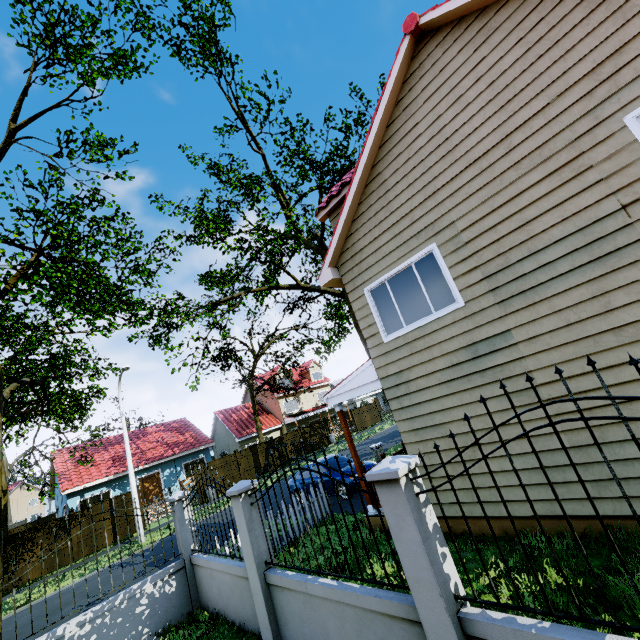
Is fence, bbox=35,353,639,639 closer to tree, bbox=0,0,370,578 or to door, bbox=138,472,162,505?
tree, bbox=0,0,370,578

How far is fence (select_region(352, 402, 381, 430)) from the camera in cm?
3500

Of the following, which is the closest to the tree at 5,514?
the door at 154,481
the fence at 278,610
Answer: the fence at 278,610

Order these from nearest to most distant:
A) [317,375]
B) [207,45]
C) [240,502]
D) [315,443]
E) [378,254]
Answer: [240,502], [378,254], [207,45], [315,443], [317,375]

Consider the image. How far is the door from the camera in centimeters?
2414cm

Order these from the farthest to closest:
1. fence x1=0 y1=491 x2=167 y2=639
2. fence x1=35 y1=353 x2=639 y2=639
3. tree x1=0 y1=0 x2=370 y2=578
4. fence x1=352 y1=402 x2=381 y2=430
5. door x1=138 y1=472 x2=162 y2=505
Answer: fence x1=352 y1=402 x2=381 y2=430
door x1=138 y1=472 x2=162 y2=505
tree x1=0 y1=0 x2=370 y2=578
fence x1=0 y1=491 x2=167 y2=639
fence x1=35 y1=353 x2=639 y2=639

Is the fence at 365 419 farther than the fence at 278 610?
Yes
